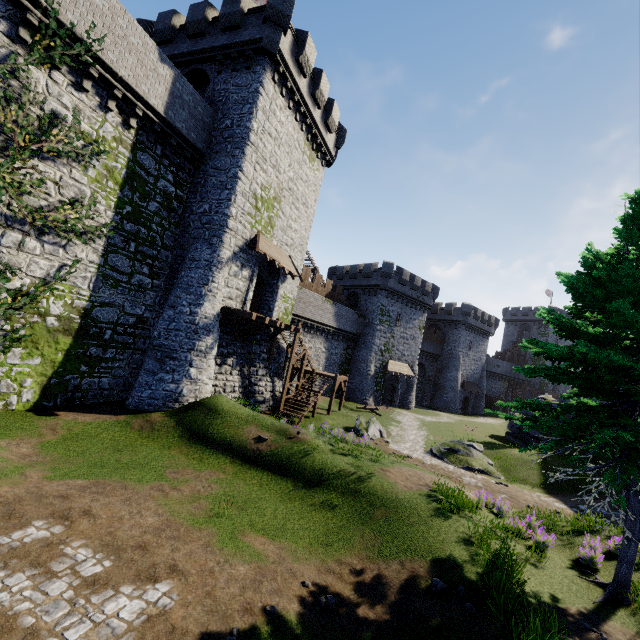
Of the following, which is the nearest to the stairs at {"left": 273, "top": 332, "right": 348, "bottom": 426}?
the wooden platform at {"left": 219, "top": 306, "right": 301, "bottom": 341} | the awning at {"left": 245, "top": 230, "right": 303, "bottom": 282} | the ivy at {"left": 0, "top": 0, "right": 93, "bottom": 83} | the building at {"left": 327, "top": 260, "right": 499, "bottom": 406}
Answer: the wooden platform at {"left": 219, "top": 306, "right": 301, "bottom": 341}

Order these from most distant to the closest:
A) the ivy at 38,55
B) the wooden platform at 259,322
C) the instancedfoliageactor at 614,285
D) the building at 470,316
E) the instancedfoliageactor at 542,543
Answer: the building at 470,316 < the wooden platform at 259,322 < the ivy at 38,55 < the instancedfoliageactor at 542,543 < the instancedfoliageactor at 614,285

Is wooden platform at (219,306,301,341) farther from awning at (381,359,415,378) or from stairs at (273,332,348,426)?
awning at (381,359,415,378)

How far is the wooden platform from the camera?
16.8 meters

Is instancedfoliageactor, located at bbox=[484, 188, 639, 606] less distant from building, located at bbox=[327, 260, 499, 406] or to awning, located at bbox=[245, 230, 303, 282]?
awning, located at bbox=[245, 230, 303, 282]

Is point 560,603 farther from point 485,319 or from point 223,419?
point 485,319

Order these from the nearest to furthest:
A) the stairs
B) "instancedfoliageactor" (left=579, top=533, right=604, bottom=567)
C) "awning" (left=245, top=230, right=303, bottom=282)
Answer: "instancedfoliageactor" (left=579, top=533, right=604, bottom=567) < "awning" (left=245, top=230, right=303, bottom=282) < the stairs

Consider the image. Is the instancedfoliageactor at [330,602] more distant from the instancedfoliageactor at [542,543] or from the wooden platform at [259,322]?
the wooden platform at [259,322]
